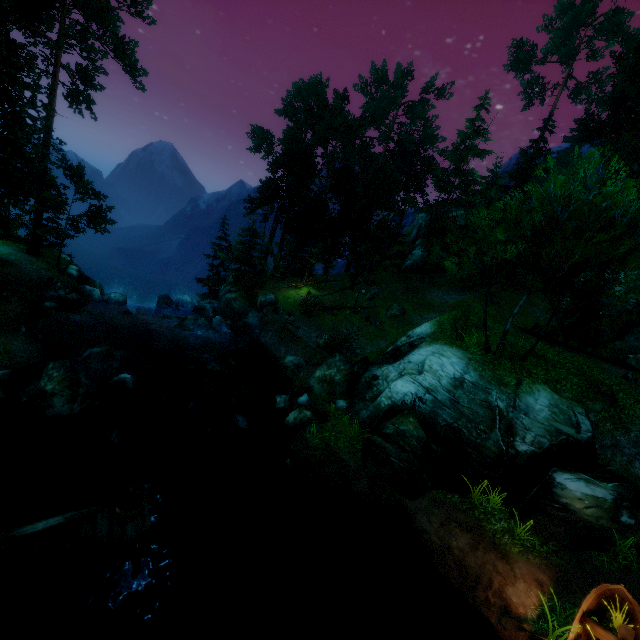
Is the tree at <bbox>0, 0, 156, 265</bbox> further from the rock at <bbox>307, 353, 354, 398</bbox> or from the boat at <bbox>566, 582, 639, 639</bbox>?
the boat at <bbox>566, 582, 639, 639</bbox>

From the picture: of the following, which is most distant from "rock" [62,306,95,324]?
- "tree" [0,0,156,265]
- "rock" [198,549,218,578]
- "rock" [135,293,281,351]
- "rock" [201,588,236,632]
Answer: "rock" [201,588,236,632]

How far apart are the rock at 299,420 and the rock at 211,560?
5.19m

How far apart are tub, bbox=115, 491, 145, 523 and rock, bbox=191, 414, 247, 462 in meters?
4.4 m

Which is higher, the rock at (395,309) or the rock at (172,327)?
the rock at (395,309)

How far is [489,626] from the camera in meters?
9.0

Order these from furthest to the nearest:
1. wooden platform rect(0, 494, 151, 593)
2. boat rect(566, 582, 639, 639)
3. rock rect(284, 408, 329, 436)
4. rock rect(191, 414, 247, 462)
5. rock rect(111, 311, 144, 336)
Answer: rock rect(111, 311, 144, 336) < rock rect(284, 408, 329, 436) < rock rect(191, 414, 247, 462) < boat rect(566, 582, 639, 639) < wooden platform rect(0, 494, 151, 593)

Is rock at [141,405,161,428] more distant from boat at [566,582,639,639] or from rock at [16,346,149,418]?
boat at [566,582,639,639]
